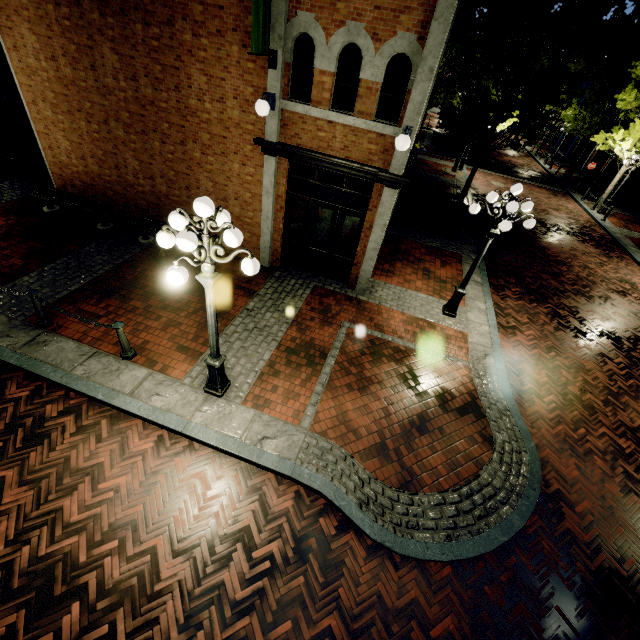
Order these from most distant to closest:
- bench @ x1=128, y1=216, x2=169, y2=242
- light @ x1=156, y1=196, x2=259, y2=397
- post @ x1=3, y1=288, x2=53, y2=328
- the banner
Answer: bench @ x1=128, y1=216, x2=169, y2=242 → post @ x1=3, y1=288, x2=53, y2=328 → the banner → light @ x1=156, y1=196, x2=259, y2=397

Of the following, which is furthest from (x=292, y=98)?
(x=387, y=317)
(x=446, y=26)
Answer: (x=387, y=317)

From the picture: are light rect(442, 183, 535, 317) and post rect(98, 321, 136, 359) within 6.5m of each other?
no

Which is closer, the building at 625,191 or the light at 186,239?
the light at 186,239

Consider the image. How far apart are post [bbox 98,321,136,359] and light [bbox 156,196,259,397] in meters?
1.7 m

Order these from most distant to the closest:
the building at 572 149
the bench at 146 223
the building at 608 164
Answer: the building at 572 149 → the building at 608 164 → the bench at 146 223

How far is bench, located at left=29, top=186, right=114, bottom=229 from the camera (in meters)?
9.42

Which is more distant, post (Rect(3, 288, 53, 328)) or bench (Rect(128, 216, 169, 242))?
bench (Rect(128, 216, 169, 242))
